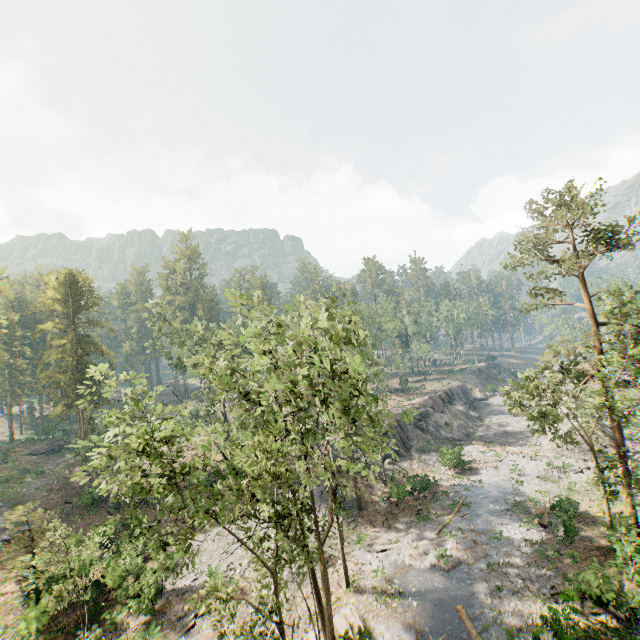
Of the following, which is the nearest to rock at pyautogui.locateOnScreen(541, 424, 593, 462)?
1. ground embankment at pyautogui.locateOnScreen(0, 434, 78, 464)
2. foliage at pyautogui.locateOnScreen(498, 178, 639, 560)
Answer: foliage at pyautogui.locateOnScreen(498, 178, 639, 560)

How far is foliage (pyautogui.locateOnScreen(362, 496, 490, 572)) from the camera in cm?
2300

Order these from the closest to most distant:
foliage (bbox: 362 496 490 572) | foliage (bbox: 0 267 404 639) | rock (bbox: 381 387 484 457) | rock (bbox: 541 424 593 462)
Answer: foliage (bbox: 0 267 404 639) < foliage (bbox: 362 496 490 572) < rock (bbox: 541 424 593 462) < rock (bbox: 381 387 484 457)

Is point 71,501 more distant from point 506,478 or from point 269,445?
point 506,478

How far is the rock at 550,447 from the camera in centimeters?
3550cm

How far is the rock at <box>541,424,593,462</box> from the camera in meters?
35.5 m

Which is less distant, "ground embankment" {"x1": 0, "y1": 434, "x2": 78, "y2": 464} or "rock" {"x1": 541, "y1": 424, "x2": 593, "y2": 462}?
"rock" {"x1": 541, "y1": 424, "x2": 593, "y2": 462}
